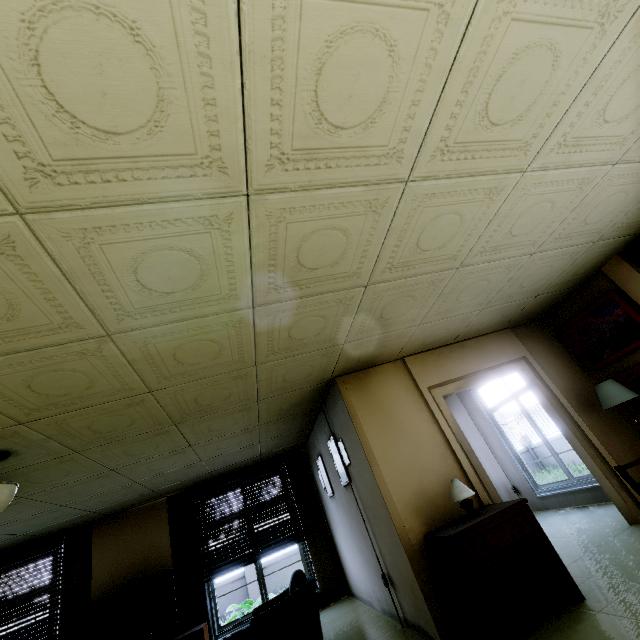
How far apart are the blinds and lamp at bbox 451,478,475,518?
4.3m

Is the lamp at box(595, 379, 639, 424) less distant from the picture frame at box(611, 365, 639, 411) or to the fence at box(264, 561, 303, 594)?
the picture frame at box(611, 365, 639, 411)

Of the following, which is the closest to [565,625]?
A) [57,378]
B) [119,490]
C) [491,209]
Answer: [491,209]

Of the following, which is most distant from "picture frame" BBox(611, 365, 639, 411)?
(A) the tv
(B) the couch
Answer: (A) the tv

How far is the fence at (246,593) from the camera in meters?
10.4 m

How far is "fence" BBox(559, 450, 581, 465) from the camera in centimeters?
1292cm
